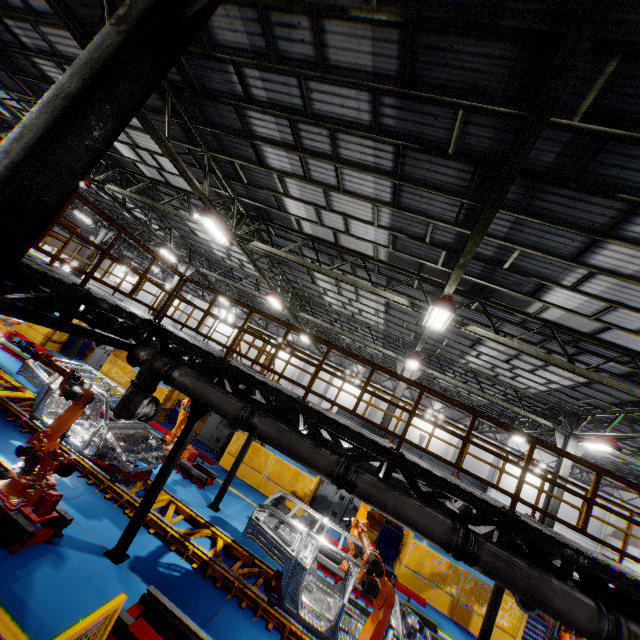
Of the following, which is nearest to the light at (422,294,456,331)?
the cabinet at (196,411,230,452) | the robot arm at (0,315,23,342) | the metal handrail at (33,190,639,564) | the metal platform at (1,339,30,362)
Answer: the metal handrail at (33,190,639,564)

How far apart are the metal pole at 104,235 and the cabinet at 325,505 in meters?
21.0 m

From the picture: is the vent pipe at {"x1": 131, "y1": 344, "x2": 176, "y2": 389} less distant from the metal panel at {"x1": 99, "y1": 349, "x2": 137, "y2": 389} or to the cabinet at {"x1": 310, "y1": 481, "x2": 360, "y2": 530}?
the metal panel at {"x1": 99, "y1": 349, "x2": 137, "y2": 389}

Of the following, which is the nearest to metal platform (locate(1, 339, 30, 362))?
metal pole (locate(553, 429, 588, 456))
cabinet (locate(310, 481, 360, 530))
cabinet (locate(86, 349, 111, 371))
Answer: cabinet (locate(86, 349, 111, 371))

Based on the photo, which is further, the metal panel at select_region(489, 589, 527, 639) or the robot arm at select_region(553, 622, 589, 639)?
the metal panel at select_region(489, 589, 527, 639)

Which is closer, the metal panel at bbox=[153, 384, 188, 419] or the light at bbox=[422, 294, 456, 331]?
the light at bbox=[422, 294, 456, 331]

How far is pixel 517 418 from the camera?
20.9m

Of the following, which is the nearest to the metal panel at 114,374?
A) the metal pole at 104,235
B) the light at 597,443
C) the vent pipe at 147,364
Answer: the metal pole at 104,235
